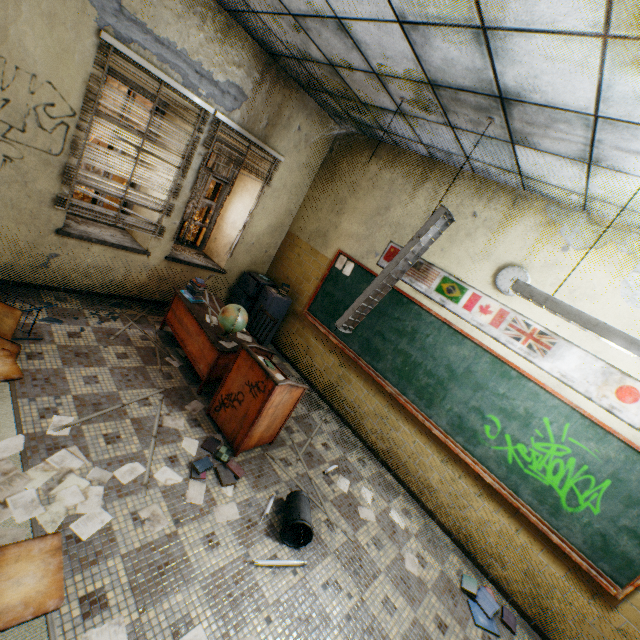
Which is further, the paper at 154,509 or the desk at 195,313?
the desk at 195,313

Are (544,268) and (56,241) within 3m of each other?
no

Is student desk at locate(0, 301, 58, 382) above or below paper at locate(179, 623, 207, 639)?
above

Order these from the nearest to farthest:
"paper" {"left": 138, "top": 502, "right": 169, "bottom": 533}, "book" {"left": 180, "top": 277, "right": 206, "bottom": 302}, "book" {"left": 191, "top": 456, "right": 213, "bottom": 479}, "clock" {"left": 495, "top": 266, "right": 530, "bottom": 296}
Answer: "paper" {"left": 138, "top": 502, "right": 169, "bottom": 533}, "book" {"left": 191, "top": 456, "right": 213, "bottom": 479}, "clock" {"left": 495, "top": 266, "right": 530, "bottom": 296}, "book" {"left": 180, "top": 277, "right": 206, "bottom": 302}

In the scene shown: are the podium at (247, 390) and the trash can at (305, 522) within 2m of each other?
yes

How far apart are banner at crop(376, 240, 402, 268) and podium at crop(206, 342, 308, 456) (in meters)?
2.11

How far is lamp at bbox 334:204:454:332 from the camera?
2.98m

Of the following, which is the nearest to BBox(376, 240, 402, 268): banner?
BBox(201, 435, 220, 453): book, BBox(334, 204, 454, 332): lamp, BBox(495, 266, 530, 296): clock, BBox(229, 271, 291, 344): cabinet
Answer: BBox(495, 266, 530, 296): clock
